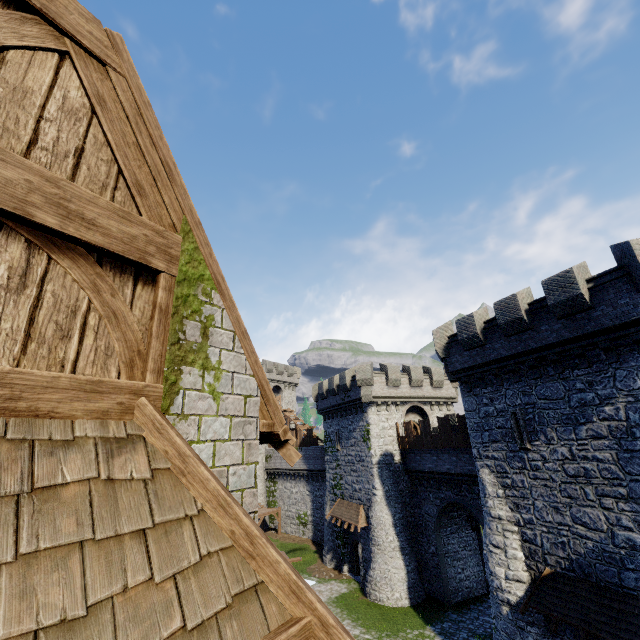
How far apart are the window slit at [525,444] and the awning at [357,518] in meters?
15.4

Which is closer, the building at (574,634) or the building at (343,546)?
the building at (574,634)

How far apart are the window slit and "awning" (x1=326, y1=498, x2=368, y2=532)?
15.41m

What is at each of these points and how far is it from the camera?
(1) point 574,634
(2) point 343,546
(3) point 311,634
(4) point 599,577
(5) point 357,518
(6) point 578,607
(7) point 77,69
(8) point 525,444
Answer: (1) building, 12.6 meters
(2) building, 28.8 meters
(3) awning, 1.8 meters
(4) building, 12.1 meters
(5) awning, 26.3 meters
(6) awning, 12.1 meters
(7) building, 2.4 meters
(8) window slit, 15.0 meters

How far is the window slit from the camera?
15.0m

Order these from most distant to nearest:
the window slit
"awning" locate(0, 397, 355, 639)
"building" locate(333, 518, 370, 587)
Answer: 1. "building" locate(333, 518, 370, 587)
2. the window slit
3. "awning" locate(0, 397, 355, 639)

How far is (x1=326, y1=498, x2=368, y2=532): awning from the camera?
25.9 meters

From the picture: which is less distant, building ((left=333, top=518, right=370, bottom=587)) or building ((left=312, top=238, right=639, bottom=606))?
building ((left=312, top=238, right=639, bottom=606))
